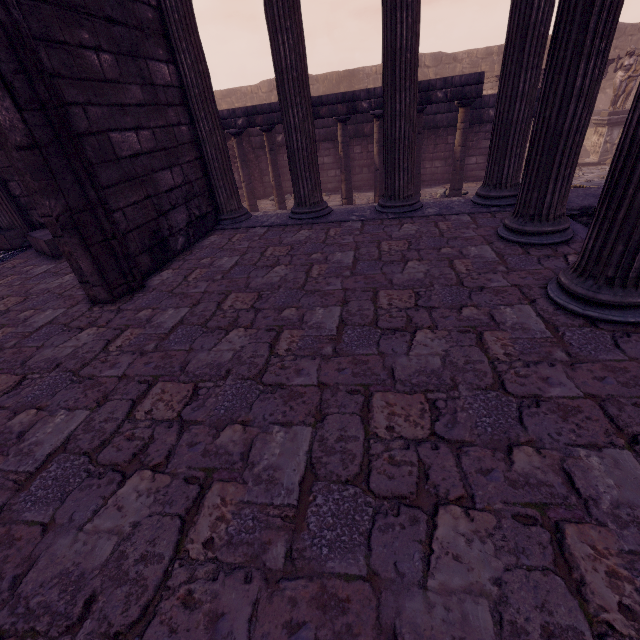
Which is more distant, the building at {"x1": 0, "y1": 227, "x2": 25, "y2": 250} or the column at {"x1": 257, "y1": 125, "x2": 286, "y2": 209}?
the column at {"x1": 257, "y1": 125, "x2": 286, "y2": 209}

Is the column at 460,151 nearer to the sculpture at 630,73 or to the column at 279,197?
the column at 279,197

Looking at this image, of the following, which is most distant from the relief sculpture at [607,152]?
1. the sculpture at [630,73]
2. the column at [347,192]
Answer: the column at [347,192]

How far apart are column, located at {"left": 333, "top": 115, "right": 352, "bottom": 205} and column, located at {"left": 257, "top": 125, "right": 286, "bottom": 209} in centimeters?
189cm

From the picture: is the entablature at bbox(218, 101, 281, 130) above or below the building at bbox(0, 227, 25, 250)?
above

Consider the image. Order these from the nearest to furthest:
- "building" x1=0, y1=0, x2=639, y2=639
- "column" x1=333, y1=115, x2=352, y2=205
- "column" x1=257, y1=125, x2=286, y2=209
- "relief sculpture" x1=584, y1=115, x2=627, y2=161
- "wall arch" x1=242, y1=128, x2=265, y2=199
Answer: "building" x1=0, y1=0, x2=639, y2=639, "column" x1=333, y1=115, x2=352, y2=205, "column" x1=257, y1=125, x2=286, y2=209, "wall arch" x1=242, y1=128, x2=265, y2=199, "relief sculpture" x1=584, y1=115, x2=627, y2=161

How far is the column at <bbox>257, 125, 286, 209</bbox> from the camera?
9.7 meters

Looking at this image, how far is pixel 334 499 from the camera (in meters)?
1.39
